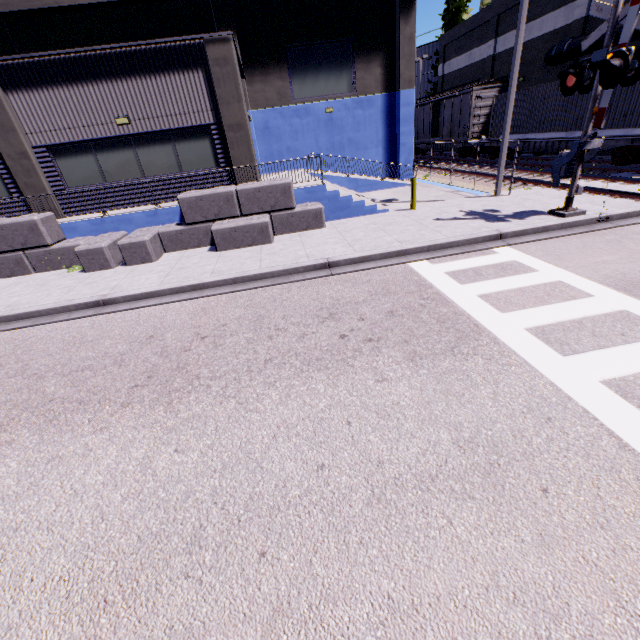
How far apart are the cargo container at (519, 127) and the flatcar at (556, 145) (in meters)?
0.01

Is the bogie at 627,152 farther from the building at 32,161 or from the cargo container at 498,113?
the building at 32,161

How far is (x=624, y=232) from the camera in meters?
8.7

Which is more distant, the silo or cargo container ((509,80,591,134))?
the silo

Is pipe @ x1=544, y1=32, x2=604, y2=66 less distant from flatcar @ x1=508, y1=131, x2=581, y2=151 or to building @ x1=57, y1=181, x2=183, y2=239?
building @ x1=57, y1=181, x2=183, y2=239

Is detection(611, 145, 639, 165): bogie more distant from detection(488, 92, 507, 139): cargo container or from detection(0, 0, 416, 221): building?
detection(0, 0, 416, 221): building

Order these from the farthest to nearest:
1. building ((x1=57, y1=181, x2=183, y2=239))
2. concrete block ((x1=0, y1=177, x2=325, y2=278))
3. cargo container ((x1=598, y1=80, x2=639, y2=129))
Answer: cargo container ((x1=598, y1=80, x2=639, y2=129)), building ((x1=57, y1=181, x2=183, y2=239)), concrete block ((x1=0, y1=177, x2=325, y2=278))

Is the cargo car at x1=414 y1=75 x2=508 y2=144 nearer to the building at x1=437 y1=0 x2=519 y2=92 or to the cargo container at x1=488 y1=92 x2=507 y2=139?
the cargo container at x1=488 y1=92 x2=507 y2=139
